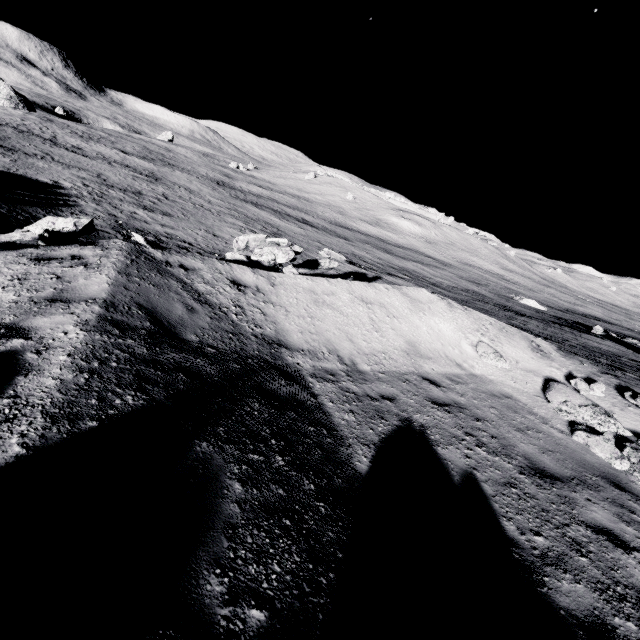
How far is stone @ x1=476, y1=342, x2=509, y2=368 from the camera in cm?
995

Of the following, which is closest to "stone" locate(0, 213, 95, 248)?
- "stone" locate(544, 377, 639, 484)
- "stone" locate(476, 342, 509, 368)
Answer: "stone" locate(476, 342, 509, 368)

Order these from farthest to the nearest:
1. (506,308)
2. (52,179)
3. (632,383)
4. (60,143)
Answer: (60,143), (506,308), (52,179), (632,383)

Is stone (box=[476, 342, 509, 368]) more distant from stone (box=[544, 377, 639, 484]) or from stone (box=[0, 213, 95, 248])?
stone (box=[0, 213, 95, 248])

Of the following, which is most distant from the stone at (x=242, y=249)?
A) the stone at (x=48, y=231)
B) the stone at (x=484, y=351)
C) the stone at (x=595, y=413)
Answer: the stone at (x=595, y=413)

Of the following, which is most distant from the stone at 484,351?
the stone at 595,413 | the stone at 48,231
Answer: the stone at 48,231

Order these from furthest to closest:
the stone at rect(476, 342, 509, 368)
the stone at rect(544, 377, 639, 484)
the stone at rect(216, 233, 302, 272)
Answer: the stone at rect(216, 233, 302, 272)
the stone at rect(476, 342, 509, 368)
the stone at rect(544, 377, 639, 484)

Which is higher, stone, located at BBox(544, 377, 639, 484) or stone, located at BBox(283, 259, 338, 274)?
stone, located at BBox(544, 377, 639, 484)
